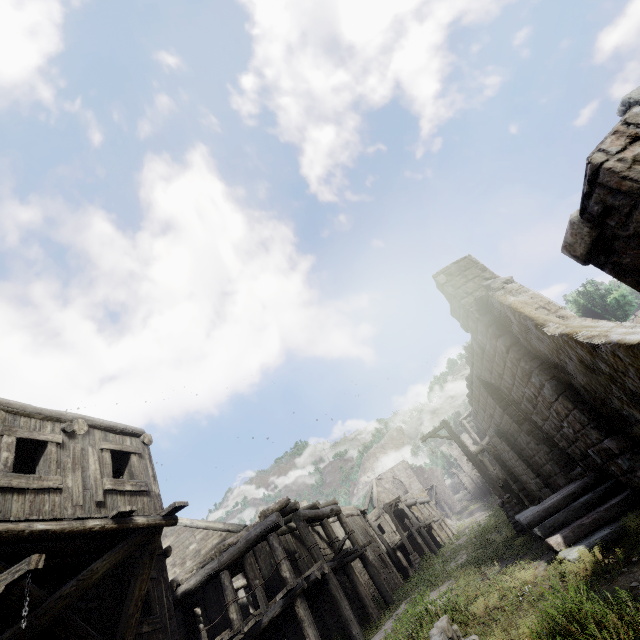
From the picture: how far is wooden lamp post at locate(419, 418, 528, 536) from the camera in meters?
12.0 m

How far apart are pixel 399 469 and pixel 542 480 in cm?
4144

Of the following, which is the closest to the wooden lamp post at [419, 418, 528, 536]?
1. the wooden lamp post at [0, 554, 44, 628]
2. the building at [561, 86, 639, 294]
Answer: the building at [561, 86, 639, 294]

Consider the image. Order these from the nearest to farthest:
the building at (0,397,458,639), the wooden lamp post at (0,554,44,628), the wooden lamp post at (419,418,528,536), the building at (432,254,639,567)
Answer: the wooden lamp post at (0,554,44,628) < the building at (432,254,639,567) < the building at (0,397,458,639) < the wooden lamp post at (419,418,528,536)

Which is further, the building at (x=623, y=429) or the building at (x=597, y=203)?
the building at (x=623, y=429)

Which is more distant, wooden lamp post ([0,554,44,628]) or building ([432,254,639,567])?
building ([432,254,639,567])

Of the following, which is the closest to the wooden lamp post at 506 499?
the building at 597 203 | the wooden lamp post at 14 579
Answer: the building at 597 203
